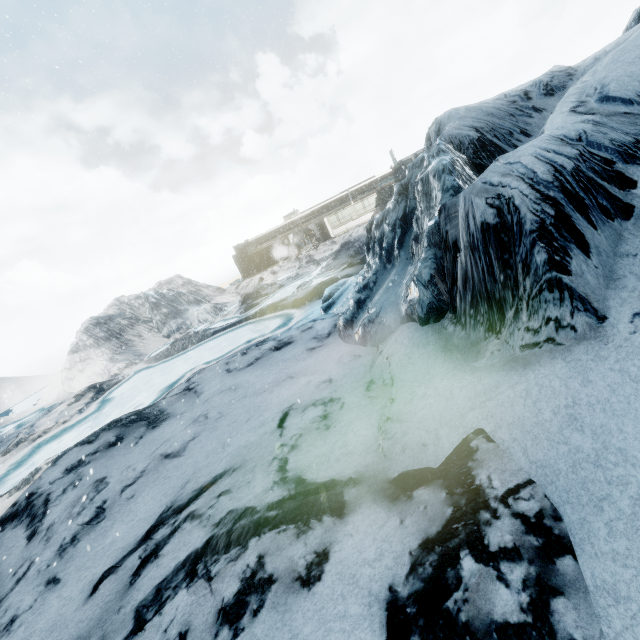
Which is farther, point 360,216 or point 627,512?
point 360,216
